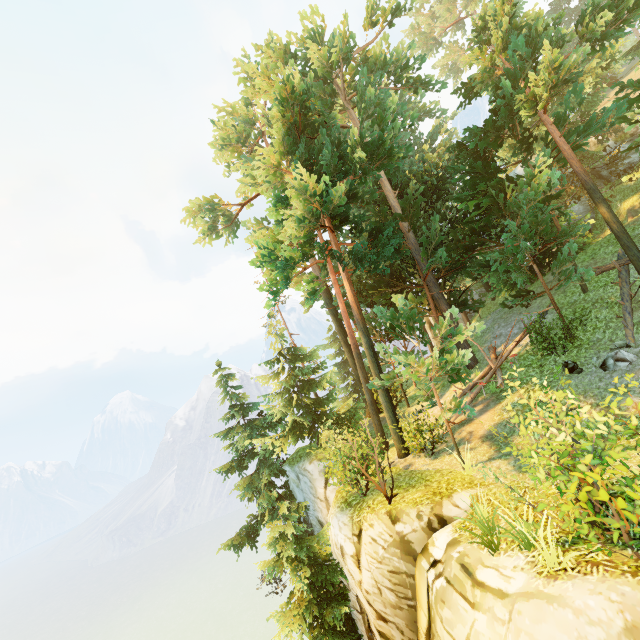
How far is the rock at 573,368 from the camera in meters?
11.4

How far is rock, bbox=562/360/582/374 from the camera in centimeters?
1139cm

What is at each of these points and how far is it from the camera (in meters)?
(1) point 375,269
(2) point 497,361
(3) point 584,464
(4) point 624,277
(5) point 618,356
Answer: (1) tree, 13.56
(2) log, 14.42
(3) bush, 4.52
(4) log, 13.55
(5) rock, 10.46

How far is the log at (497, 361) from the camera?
14.0 meters

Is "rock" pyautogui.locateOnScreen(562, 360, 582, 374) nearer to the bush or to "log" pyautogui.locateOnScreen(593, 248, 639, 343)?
"log" pyautogui.locateOnScreen(593, 248, 639, 343)

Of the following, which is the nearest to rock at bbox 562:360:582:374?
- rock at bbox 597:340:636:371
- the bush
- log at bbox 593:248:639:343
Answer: rock at bbox 597:340:636:371

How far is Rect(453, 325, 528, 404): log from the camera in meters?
14.0

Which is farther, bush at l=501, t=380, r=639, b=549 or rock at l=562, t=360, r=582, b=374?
rock at l=562, t=360, r=582, b=374
